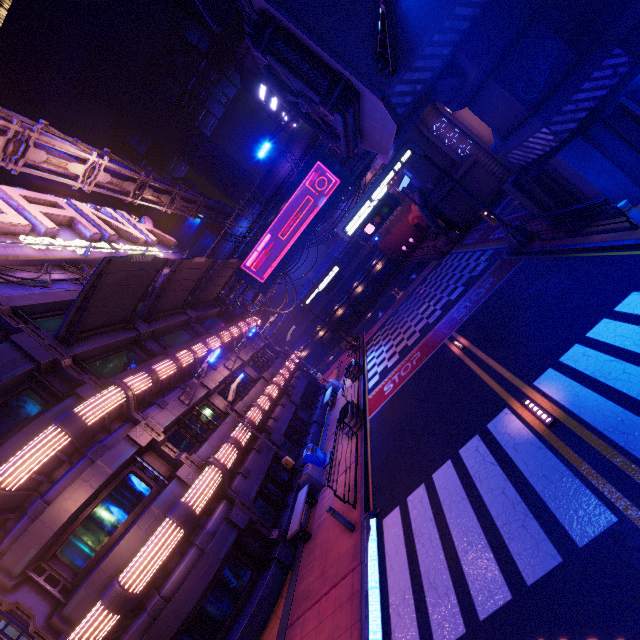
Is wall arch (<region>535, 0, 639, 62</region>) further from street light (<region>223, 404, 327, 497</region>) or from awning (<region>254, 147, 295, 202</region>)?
street light (<region>223, 404, 327, 497</region>)

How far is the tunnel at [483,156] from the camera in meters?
27.0 m

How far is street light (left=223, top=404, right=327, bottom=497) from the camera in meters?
14.5

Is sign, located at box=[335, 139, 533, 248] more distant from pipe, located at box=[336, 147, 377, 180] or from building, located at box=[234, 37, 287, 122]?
building, located at box=[234, 37, 287, 122]

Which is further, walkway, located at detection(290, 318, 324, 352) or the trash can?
walkway, located at detection(290, 318, 324, 352)

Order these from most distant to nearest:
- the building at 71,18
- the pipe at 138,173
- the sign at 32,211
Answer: the building at 71,18
the pipe at 138,173
the sign at 32,211

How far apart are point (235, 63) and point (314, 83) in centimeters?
5623cm

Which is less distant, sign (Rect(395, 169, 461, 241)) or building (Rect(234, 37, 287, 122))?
sign (Rect(395, 169, 461, 241))
